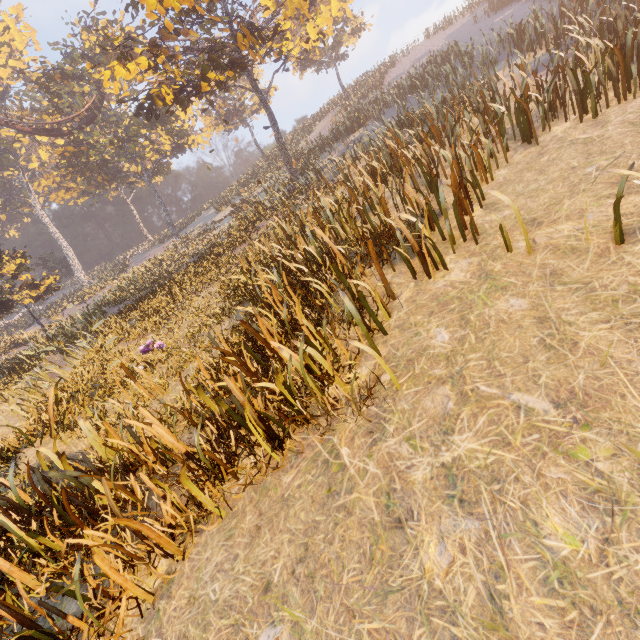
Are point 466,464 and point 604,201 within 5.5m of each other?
yes
